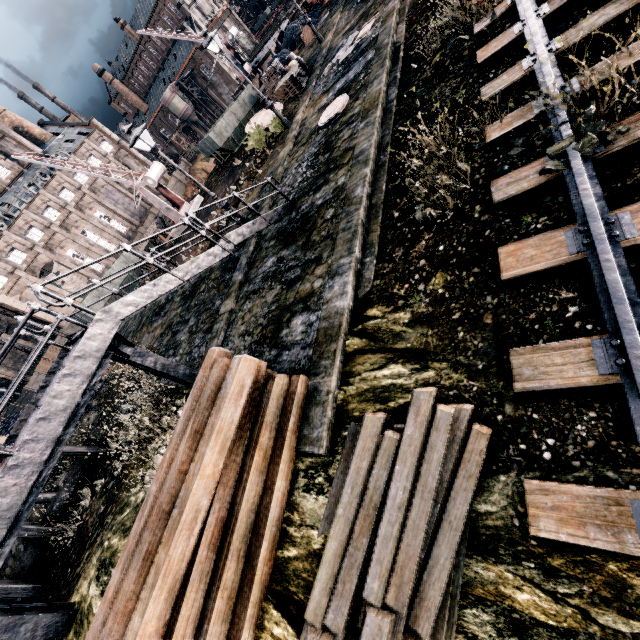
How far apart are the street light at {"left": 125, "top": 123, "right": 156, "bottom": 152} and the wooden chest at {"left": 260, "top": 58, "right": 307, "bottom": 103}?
12.6 meters

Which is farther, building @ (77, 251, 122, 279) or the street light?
building @ (77, 251, 122, 279)

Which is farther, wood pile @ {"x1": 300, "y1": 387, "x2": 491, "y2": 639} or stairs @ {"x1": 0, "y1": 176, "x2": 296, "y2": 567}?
stairs @ {"x1": 0, "y1": 176, "x2": 296, "y2": 567}

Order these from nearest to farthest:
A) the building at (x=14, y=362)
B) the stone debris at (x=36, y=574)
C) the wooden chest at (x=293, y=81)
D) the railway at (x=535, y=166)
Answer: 1. the railway at (x=535, y=166)
2. the stone debris at (x=36, y=574)
3. the wooden chest at (x=293, y=81)
4. the building at (x=14, y=362)

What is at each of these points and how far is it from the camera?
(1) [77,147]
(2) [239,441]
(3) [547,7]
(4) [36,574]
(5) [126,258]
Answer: (1) building, 56.5 meters
(2) wood pile, 6.2 meters
(3) railway, 8.3 meters
(4) stone debris, 13.8 meters
(5) rail car container, 34.4 meters

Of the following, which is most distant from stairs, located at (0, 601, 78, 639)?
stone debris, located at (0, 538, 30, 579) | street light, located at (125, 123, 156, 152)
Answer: stone debris, located at (0, 538, 30, 579)

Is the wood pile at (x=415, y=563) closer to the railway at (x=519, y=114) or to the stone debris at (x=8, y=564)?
the railway at (x=519, y=114)

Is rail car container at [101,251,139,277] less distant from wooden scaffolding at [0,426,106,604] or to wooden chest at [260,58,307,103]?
wooden scaffolding at [0,426,106,604]
